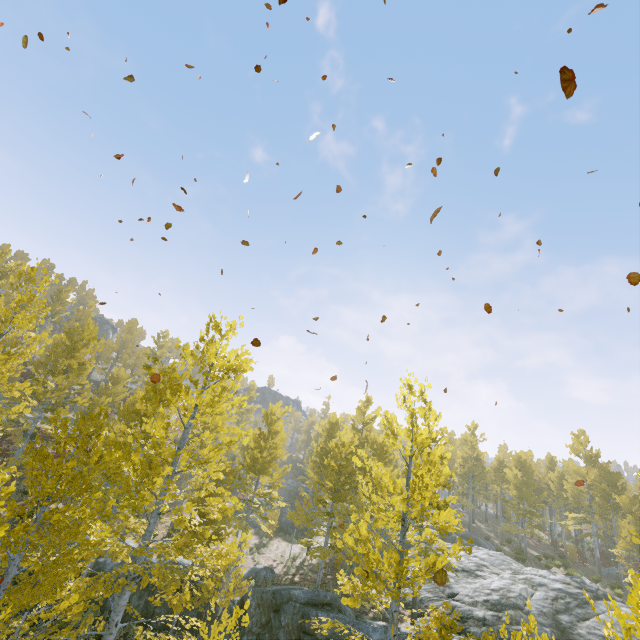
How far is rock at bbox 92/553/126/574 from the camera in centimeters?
1430cm

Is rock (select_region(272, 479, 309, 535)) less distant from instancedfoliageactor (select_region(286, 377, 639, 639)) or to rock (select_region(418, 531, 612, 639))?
instancedfoliageactor (select_region(286, 377, 639, 639))

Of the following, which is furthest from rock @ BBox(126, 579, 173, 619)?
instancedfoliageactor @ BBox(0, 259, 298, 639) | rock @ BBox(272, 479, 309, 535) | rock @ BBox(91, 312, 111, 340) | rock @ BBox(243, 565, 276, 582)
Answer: rock @ BBox(91, 312, 111, 340)

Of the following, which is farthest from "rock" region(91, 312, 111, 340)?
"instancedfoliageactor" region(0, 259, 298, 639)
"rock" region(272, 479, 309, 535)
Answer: "rock" region(272, 479, 309, 535)

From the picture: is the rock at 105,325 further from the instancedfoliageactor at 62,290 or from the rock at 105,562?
the rock at 105,562

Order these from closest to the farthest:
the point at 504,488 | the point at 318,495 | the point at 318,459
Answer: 1. the point at 318,495
2. the point at 318,459
3. the point at 504,488

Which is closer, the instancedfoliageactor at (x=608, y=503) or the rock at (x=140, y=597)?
the instancedfoliageactor at (x=608, y=503)

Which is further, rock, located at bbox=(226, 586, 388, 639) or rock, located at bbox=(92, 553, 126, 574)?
rock, located at bbox=(92, 553, 126, 574)
